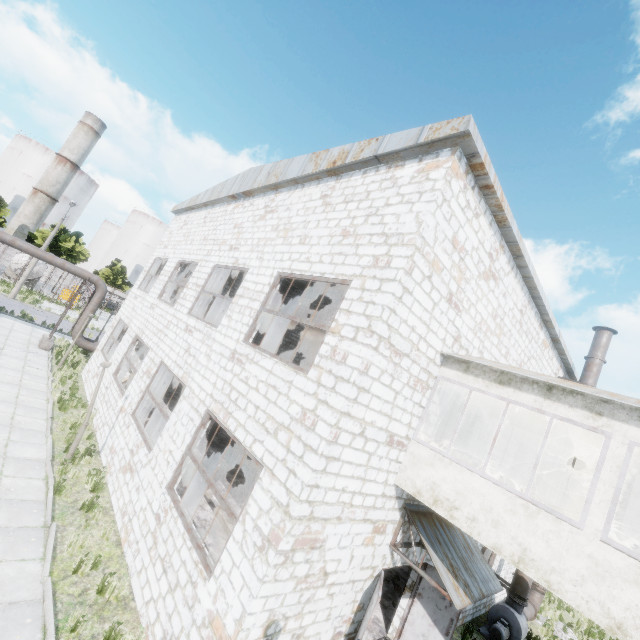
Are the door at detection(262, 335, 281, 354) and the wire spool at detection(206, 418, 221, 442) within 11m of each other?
yes

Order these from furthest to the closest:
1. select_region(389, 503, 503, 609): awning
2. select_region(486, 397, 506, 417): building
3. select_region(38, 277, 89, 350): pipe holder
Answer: select_region(38, 277, 89, 350): pipe holder
select_region(486, 397, 506, 417): building
select_region(389, 503, 503, 609): awning

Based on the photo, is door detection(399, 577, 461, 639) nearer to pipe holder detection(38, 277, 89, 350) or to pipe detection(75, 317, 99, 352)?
pipe detection(75, 317, 99, 352)

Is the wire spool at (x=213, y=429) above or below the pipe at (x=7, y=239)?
below

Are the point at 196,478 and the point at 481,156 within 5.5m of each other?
no

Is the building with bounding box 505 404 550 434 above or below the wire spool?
above

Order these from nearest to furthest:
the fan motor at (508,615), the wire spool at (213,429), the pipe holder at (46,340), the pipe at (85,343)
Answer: the fan motor at (508,615)
the wire spool at (213,429)
the pipe holder at (46,340)
the pipe at (85,343)

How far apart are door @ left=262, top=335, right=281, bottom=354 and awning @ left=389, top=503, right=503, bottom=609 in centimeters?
1540cm
